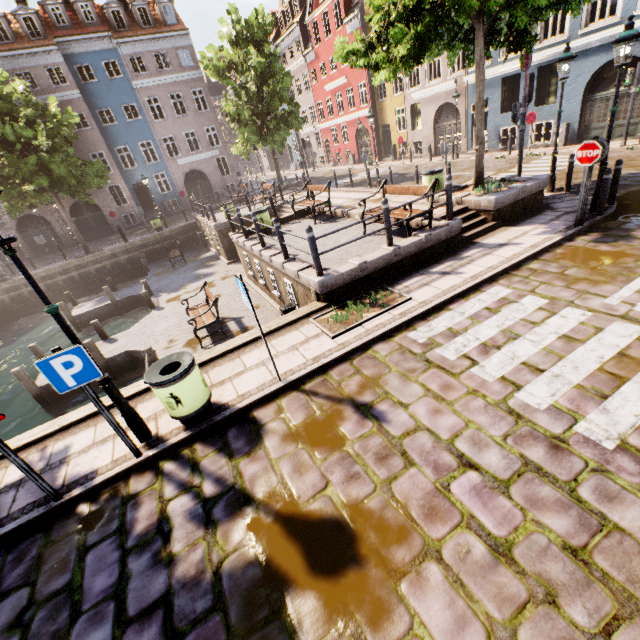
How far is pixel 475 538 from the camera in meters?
3.0 m

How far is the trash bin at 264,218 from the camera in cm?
1269

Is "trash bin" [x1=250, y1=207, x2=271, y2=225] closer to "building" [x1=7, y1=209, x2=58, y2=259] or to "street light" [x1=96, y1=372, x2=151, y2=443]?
"street light" [x1=96, y1=372, x2=151, y2=443]

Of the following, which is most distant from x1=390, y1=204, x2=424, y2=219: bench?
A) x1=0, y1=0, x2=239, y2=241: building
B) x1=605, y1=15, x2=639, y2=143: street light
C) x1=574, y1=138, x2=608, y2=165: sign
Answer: x1=0, y1=0, x2=239, y2=241: building

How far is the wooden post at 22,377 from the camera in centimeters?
1019cm

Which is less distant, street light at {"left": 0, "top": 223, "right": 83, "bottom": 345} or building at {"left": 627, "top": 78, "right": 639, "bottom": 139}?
street light at {"left": 0, "top": 223, "right": 83, "bottom": 345}

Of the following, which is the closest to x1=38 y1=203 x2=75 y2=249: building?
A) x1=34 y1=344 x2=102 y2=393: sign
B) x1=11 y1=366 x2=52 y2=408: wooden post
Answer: x1=11 y1=366 x2=52 y2=408: wooden post

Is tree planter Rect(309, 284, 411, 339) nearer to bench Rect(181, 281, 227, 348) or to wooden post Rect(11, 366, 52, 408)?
bench Rect(181, 281, 227, 348)
